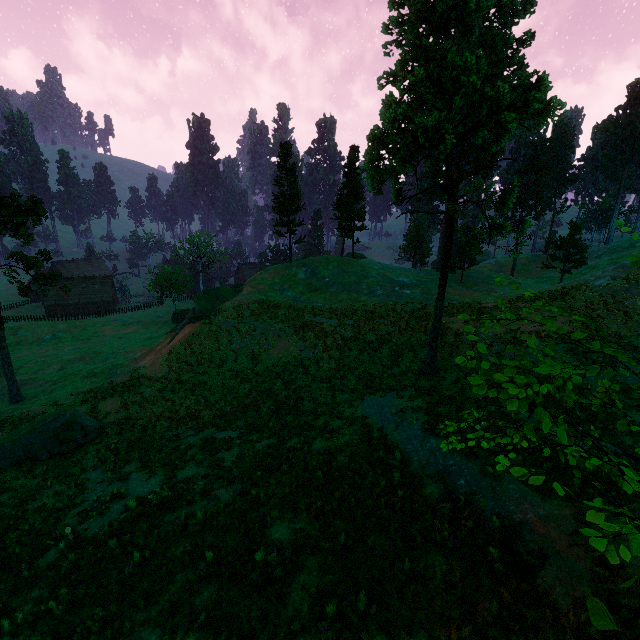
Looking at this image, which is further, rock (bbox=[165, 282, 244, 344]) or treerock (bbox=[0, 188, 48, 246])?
rock (bbox=[165, 282, 244, 344])

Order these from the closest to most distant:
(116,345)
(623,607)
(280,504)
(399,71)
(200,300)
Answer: (623,607) < (280,504) < (399,71) < (200,300) < (116,345)

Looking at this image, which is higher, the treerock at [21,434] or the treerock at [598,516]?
the treerock at [598,516]

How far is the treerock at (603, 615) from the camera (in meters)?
2.17

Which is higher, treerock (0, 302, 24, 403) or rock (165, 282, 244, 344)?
rock (165, 282, 244, 344)

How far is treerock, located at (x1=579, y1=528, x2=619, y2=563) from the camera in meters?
2.9 m

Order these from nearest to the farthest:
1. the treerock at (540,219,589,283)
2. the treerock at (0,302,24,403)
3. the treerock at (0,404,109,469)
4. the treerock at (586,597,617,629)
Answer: the treerock at (586,597,617,629) < the treerock at (0,404,109,469) < the treerock at (0,302,24,403) < the treerock at (540,219,589,283)
